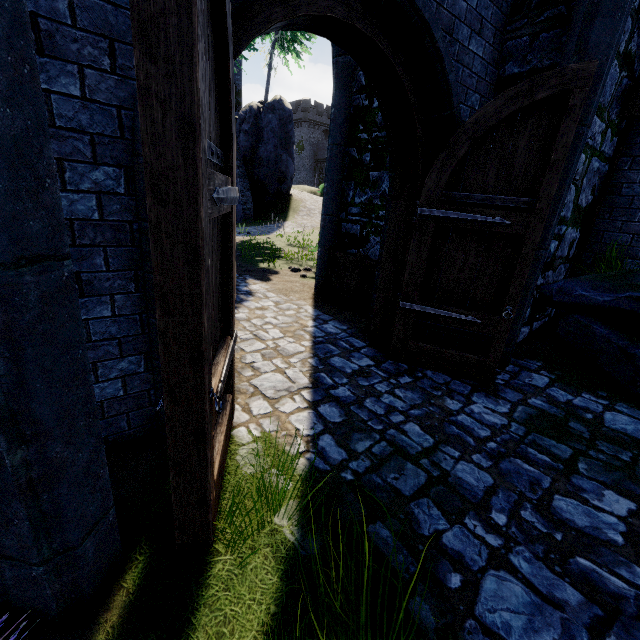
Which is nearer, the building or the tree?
the tree

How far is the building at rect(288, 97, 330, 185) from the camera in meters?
54.9

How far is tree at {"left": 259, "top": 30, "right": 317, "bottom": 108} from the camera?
21.8 meters

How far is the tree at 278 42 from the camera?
21.8 meters

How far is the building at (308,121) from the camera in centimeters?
5491cm

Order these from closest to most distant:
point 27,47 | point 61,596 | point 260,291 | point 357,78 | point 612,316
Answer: point 27,47, point 61,596, point 612,316, point 357,78, point 260,291
